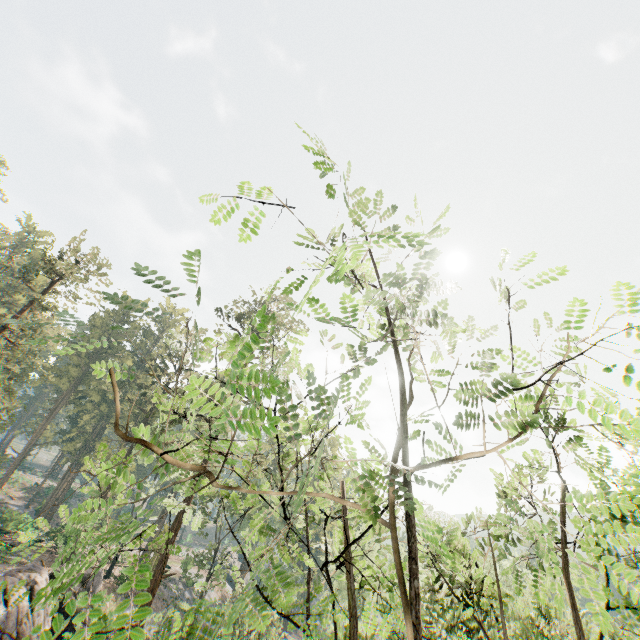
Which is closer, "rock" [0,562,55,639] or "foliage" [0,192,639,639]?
"foliage" [0,192,639,639]

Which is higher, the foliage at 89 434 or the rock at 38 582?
the foliage at 89 434

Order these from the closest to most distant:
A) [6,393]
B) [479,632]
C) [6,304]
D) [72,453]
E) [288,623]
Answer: [479,632], [6,393], [72,453], [288,623], [6,304]

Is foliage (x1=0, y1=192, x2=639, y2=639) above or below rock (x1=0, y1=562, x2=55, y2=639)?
above

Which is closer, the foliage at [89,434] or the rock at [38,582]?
the foliage at [89,434]
